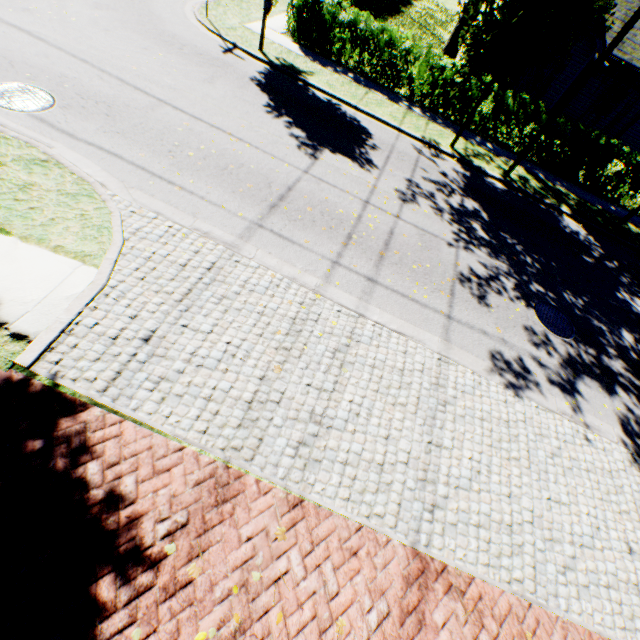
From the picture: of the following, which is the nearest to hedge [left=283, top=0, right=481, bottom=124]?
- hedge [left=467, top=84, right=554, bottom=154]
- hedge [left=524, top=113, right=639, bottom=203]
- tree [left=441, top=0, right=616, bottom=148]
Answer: hedge [left=467, top=84, right=554, bottom=154]

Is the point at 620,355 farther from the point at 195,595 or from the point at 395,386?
the point at 195,595

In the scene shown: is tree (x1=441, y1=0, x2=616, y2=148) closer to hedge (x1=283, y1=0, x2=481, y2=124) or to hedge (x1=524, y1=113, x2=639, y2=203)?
hedge (x1=283, y1=0, x2=481, y2=124)

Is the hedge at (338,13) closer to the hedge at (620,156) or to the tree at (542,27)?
the tree at (542,27)

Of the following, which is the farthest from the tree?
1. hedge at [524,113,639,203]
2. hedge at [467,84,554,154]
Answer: hedge at [524,113,639,203]

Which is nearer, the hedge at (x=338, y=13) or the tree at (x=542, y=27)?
the tree at (x=542, y=27)

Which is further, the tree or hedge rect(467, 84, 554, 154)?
hedge rect(467, 84, 554, 154)
